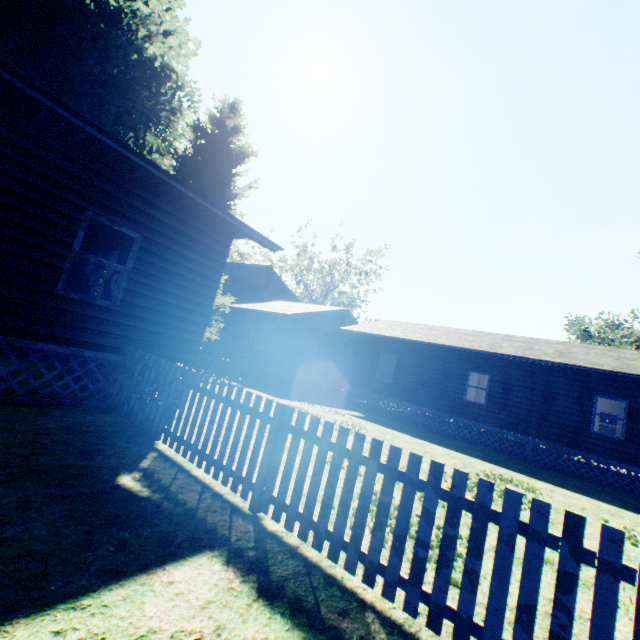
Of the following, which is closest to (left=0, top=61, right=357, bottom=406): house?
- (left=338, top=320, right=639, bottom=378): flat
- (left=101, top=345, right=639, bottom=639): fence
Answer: (left=101, top=345, right=639, bottom=639): fence

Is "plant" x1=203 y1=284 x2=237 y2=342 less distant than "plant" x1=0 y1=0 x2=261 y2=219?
No

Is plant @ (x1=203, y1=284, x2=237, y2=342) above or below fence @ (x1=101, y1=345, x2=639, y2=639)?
above

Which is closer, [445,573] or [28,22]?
[445,573]

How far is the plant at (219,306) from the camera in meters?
17.0 m

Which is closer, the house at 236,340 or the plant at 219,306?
the house at 236,340

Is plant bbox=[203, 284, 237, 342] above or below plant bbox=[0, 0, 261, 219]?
below
